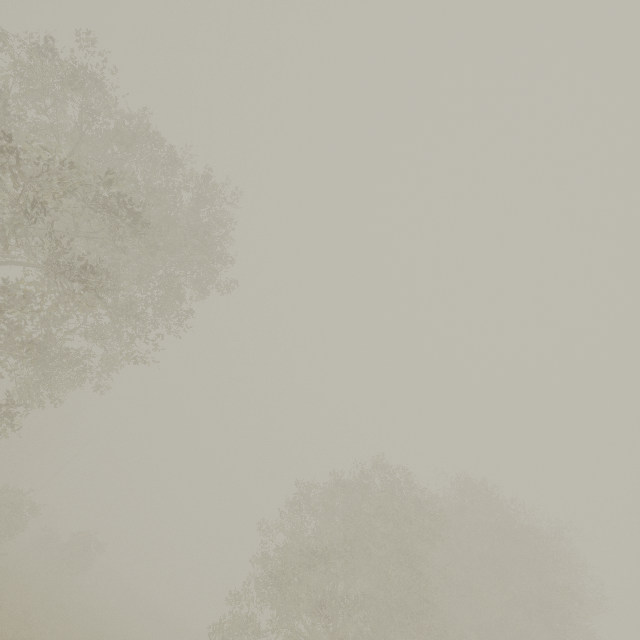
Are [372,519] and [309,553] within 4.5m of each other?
yes
